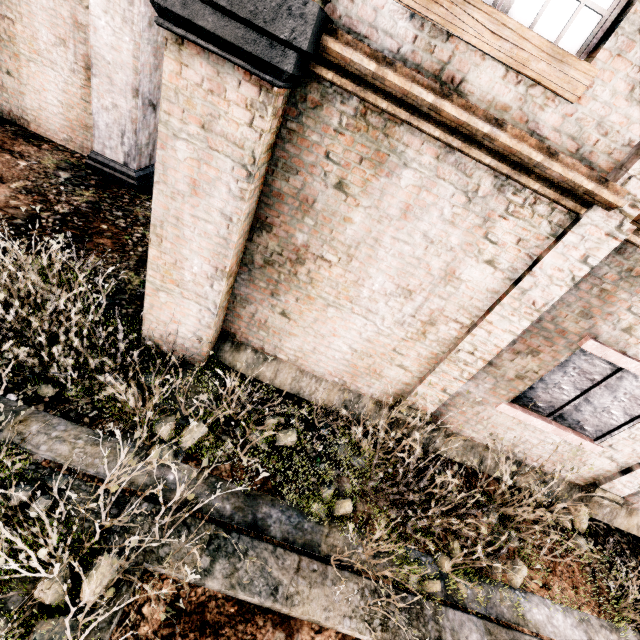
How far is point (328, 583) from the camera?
4.0m

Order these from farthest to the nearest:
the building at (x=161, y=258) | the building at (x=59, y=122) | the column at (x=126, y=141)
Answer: the building at (x=59, y=122) → the column at (x=126, y=141) → the building at (x=161, y=258)

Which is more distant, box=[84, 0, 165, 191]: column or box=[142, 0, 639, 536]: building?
box=[84, 0, 165, 191]: column

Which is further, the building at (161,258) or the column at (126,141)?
the column at (126,141)

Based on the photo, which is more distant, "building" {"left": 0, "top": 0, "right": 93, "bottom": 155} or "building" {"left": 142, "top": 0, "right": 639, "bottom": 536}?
"building" {"left": 0, "top": 0, "right": 93, "bottom": 155}

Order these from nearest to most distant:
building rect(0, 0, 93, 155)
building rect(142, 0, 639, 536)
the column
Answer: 1. building rect(142, 0, 639, 536)
2. the column
3. building rect(0, 0, 93, 155)
